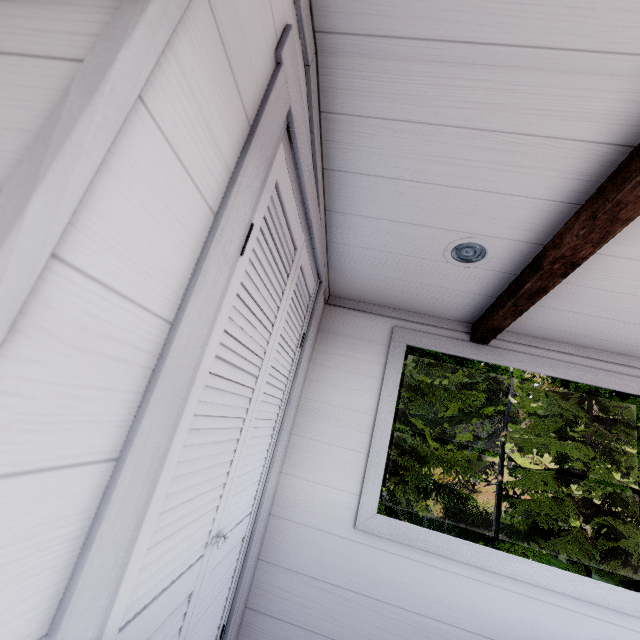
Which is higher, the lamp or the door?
the lamp

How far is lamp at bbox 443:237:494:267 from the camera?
1.39m

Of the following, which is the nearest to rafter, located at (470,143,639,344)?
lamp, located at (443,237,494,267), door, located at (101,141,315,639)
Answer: lamp, located at (443,237,494,267)

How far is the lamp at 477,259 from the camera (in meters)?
1.39

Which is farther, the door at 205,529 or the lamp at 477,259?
the lamp at 477,259

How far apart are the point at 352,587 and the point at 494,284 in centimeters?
172cm

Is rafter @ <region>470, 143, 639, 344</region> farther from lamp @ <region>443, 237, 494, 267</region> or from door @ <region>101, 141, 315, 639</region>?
door @ <region>101, 141, 315, 639</region>

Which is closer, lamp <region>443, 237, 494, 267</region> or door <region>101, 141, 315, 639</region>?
door <region>101, 141, 315, 639</region>
